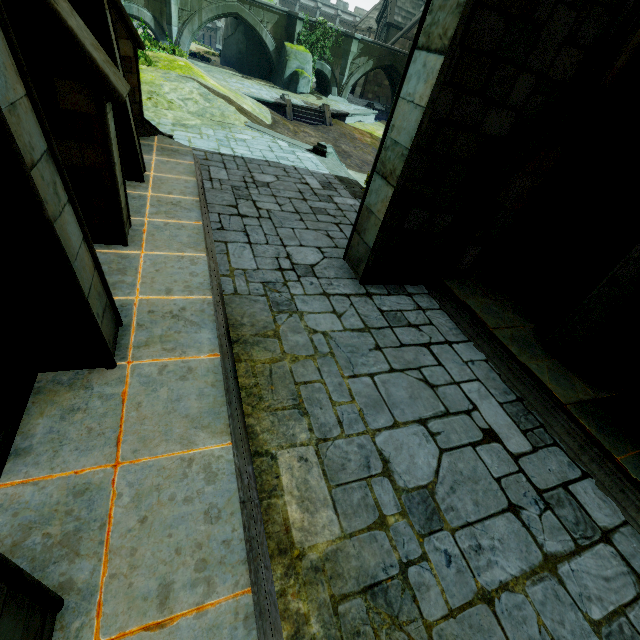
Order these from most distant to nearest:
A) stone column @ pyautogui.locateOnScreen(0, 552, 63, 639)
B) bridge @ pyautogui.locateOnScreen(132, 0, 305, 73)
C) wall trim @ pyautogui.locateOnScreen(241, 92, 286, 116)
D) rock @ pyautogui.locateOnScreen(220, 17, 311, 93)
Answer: rock @ pyautogui.locateOnScreen(220, 17, 311, 93)
bridge @ pyautogui.locateOnScreen(132, 0, 305, 73)
wall trim @ pyautogui.locateOnScreen(241, 92, 286, 116)
stone column @ pyautogui.locateOnScreen(0, 552, 63, 639)

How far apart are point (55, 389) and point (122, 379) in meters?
0.5 m

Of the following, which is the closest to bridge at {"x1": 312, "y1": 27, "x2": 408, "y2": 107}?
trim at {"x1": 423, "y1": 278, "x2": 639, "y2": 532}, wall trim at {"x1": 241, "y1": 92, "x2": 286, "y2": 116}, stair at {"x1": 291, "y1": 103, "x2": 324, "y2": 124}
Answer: wall trim at {"x1": 241, "y1": 92, "x2": 286, "y2": 116}

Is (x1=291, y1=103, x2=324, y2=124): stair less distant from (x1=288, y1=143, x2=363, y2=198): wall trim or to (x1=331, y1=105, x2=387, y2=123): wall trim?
(x1=331, y1=105, x2=387, y2=123): wall trim

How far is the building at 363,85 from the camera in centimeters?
3731cm

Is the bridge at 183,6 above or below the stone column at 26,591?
above

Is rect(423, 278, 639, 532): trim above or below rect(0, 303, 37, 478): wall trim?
below

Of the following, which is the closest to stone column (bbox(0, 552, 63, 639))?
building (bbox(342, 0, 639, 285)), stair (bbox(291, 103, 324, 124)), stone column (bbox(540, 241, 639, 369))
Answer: building (bbox(342, 0, 639, 285))
